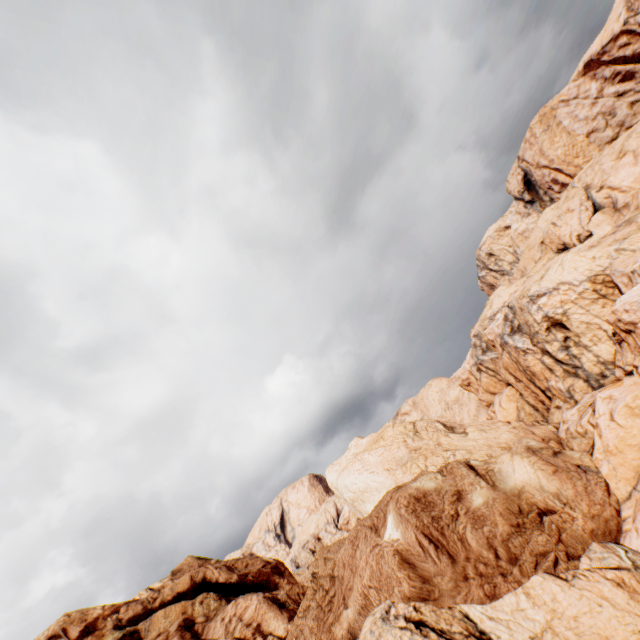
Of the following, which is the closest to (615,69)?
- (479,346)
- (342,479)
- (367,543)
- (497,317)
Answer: (497,317)
